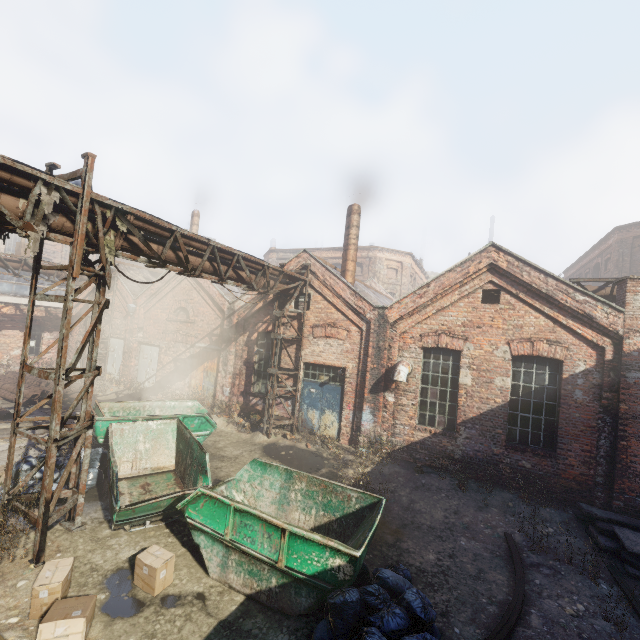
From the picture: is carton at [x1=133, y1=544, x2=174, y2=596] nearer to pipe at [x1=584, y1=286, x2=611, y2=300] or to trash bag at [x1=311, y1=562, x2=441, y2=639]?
trash bag at [x1=311, y1=562, x2=441, y2=639]

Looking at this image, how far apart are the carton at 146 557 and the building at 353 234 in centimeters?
1153cm

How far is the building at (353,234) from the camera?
14.8m

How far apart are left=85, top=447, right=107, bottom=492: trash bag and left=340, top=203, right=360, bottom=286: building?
10.7m

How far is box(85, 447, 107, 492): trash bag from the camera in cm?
795

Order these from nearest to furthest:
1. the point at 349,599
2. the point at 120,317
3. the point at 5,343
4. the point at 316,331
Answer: the point at 349,599
the point at 316,331
the point at 5,343
the point at 120,317

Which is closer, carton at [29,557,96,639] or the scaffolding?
carton at [29,557,96,639]

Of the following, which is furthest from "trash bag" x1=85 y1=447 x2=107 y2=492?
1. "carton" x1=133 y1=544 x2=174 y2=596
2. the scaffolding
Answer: "carton" x1=133 y1=544 x2=174 y2=596
